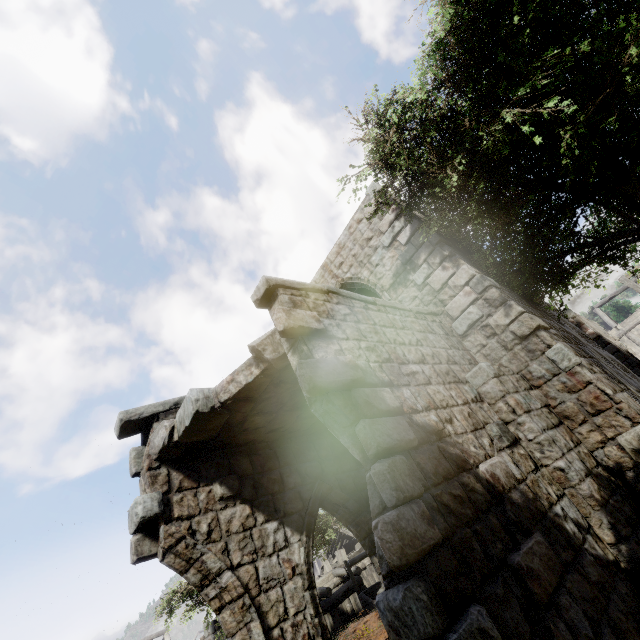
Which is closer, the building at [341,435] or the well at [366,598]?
the building at [341,435]

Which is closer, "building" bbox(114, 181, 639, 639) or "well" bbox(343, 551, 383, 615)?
"building" bbox(114, 181, 639, 639)

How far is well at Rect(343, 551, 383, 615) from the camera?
12.5 meters

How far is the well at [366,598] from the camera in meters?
12.5

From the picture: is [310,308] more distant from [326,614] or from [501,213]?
[326,614]
